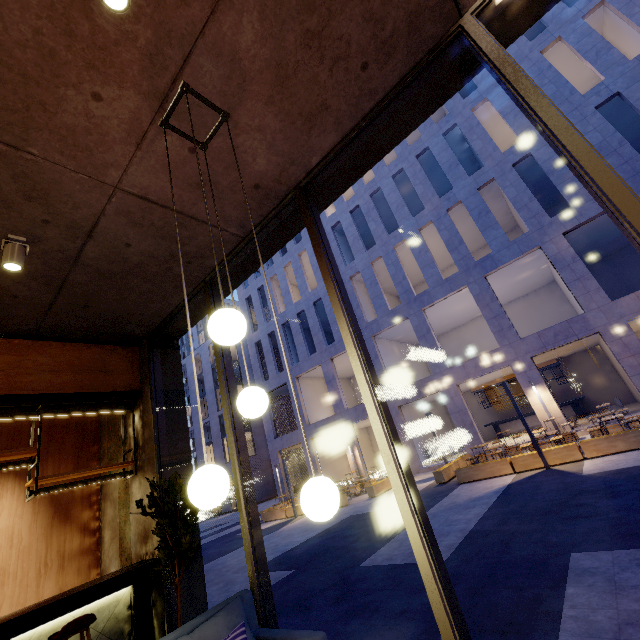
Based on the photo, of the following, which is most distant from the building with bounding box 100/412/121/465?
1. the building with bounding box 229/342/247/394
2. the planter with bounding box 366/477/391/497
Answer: the building with bounding box 229/342/247/394

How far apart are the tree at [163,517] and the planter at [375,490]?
13.71m

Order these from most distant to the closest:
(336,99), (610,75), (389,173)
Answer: (389,173) → (610,75) → (336,99)

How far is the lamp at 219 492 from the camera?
1.5m

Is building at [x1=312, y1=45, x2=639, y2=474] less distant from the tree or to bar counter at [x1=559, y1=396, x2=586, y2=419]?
bar counter at [x1=559, y1=396, x2=586, y2=419]

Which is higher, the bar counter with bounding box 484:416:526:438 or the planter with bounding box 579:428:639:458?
the bar counter with bounding box 484:416:526:438

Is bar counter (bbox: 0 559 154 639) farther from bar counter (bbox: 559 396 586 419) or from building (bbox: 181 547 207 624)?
bar counter (bbox: 559 396 586 419)

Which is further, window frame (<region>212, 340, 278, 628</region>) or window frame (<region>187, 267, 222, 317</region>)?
window frame (<region>187, 267, 222, 317</region>)
